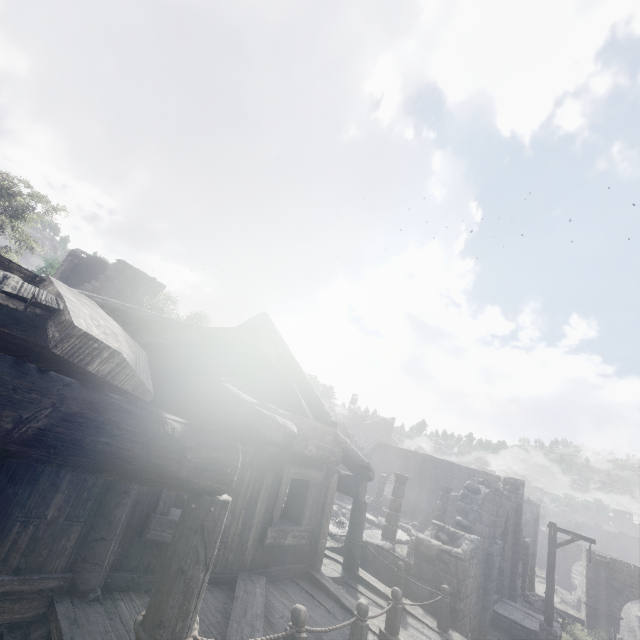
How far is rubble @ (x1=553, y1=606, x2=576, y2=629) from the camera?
18.5m

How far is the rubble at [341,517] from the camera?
21.18m

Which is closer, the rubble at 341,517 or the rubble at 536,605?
the rubble at 536,605

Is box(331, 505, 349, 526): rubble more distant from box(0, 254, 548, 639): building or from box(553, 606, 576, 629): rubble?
box(553, 606, 576, 629): rubble

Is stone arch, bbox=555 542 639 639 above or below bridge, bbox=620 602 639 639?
above

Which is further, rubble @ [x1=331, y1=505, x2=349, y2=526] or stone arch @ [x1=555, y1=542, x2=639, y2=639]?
stone arch @ [x1=555, y1=542, x2=639, y2=639]

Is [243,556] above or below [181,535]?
below

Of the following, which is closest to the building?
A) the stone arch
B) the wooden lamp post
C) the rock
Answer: the stone arch
